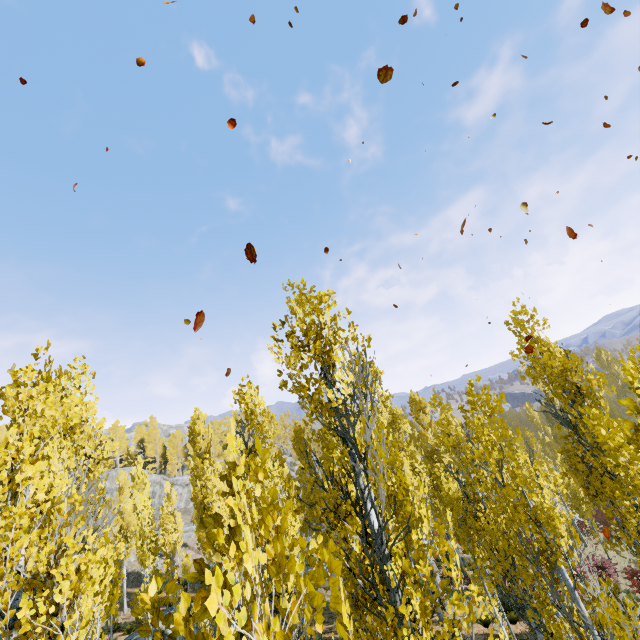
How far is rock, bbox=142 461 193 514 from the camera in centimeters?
4529cm

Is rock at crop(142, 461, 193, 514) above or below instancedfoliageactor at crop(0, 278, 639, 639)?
above

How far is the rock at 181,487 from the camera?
45.29m

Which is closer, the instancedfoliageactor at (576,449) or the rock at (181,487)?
the instancedfoliageactor at (576,449)

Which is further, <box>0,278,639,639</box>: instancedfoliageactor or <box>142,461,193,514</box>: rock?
<box>142,461,193,514</box>: rock

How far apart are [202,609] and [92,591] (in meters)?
2.38
